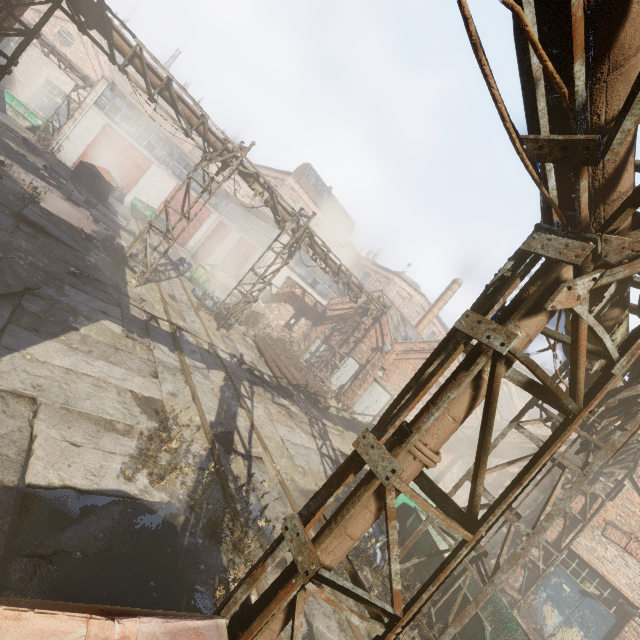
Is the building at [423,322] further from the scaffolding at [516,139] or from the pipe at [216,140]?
the scaffolding at [516,139]

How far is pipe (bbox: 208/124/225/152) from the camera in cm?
1153

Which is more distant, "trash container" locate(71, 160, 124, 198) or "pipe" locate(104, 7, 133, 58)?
"trash container" locate(71, 160, 124, 198)

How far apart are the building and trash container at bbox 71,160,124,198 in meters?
23.8 m

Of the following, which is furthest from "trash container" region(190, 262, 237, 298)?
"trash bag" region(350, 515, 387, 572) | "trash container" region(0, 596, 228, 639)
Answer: "trash container" region(0, 596, 228, 639)

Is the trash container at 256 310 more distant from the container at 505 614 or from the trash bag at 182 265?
the container at 505 614

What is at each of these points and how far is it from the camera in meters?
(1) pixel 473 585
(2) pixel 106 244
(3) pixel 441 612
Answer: (1) container, 8.0
(2) trash bag, 12.5
(3) container, 6.6

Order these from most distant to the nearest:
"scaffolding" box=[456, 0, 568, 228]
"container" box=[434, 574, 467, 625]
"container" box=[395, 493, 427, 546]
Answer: "container" box=[395, 493, 427, 546] → "container" box=[434, 574, 467, 625] → "scaffolding" box=[456, 0, 568, 228]
